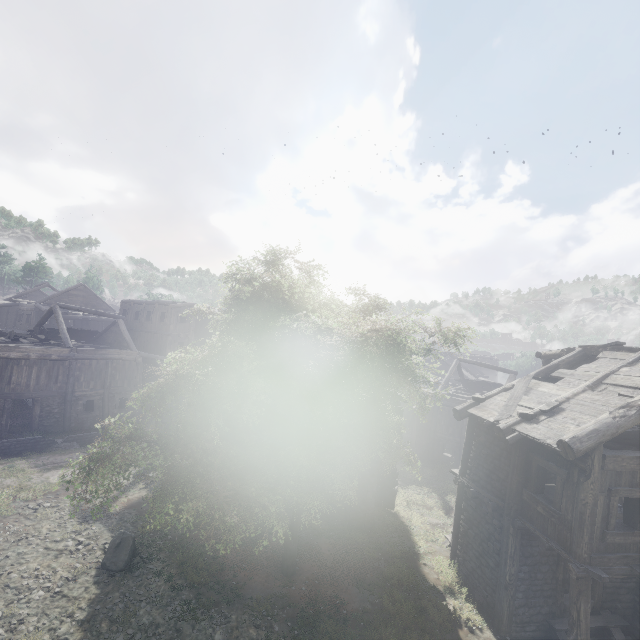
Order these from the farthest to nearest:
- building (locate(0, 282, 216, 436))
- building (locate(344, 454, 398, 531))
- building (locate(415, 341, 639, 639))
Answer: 1. building (locate(0, 282, 216, 436))
2. building (locate(344, 454, 398, 531))
3. building (locate(415, 341, 639, 639))

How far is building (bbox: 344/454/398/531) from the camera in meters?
15.2

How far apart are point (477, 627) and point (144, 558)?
11.4m

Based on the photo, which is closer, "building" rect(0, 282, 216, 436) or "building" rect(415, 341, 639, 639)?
"building" rect(415, 341, 639, 639)

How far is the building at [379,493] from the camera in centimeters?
1525cm

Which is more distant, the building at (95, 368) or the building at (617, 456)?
the building at (95, 368)
